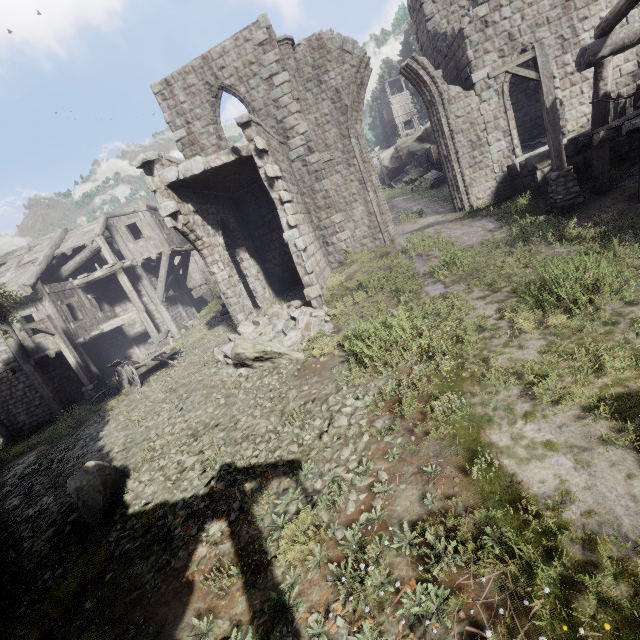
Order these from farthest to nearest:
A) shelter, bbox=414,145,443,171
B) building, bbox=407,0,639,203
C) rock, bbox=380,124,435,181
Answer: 1. rock, bbox=380,124,435,181
2. shelter, bbox=414,145,443,171
3. building, bbox=407,0,639,203

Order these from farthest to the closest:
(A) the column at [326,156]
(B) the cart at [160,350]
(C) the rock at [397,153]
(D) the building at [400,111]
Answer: (D) the building at [400,111]
(C) the rock at [397,153]
(A) the column at [326,156]
(B) the cart at [160,350]

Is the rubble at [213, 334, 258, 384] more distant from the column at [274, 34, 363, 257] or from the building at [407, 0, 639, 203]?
the column at [274, 34, 363, 257]

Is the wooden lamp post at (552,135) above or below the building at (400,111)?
below

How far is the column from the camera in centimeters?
1367cm

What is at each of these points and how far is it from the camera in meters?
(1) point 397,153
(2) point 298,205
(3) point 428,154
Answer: (1) rock, 44.8 m
(2) building, 13.0 m
(3) shelter, 35.0 m

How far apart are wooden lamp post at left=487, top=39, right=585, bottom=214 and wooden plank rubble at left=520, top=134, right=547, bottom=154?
5.36m

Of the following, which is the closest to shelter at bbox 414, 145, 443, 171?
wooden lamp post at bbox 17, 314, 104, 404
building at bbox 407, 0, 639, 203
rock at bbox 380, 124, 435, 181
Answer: building at bbox 407, 0, 639, 203
